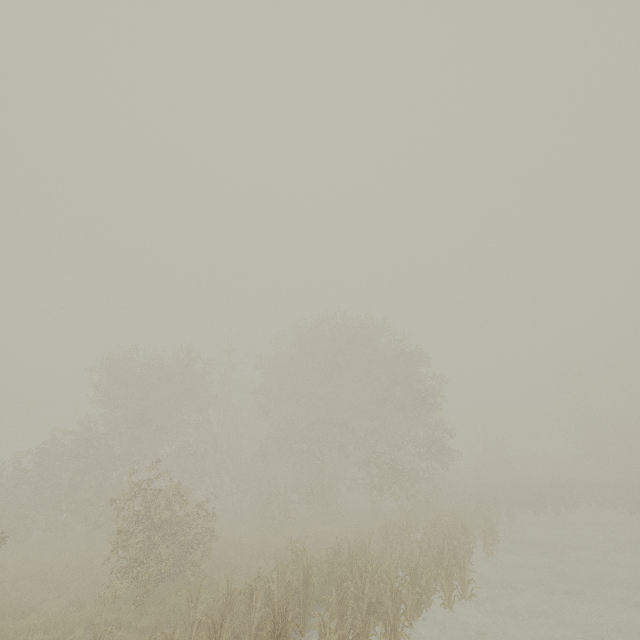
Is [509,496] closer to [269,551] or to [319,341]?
[319,341]
